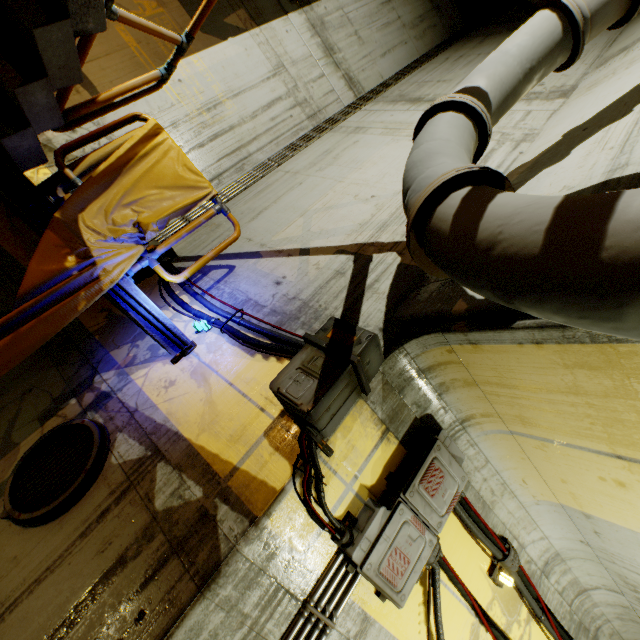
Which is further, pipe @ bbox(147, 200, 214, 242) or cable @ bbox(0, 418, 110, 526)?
pipe @ bbox(147, 200, 214, 242)

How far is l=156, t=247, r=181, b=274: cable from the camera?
4.2m

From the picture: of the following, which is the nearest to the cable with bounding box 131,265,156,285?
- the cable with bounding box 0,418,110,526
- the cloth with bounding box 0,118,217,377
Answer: the cloth with bounding box 0,118,217,377

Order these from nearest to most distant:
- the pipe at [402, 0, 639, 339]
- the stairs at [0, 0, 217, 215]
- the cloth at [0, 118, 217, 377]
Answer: the pipe at [402, 0, 639, 339] → the stairs at [0, 0, 217, 215] → the cloth at [0, 118, 217, 377]

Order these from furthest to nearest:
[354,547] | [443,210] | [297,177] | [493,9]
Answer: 1. [493,9]
2. [297,177]
3. [354,547]
4. [443,210]

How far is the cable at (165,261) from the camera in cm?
418

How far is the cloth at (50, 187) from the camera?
3.01m
